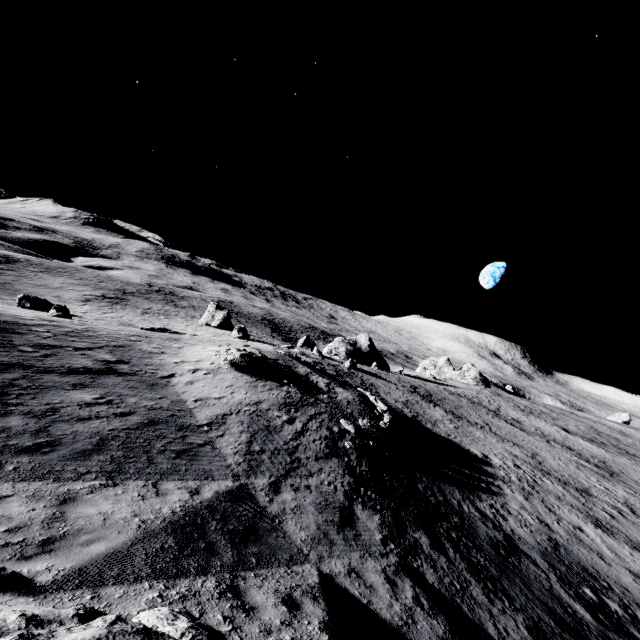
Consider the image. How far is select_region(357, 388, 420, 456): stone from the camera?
19.5m

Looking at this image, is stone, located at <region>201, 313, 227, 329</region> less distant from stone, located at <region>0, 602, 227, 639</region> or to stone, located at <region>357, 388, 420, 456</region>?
stone, located at <region>357, 388, 420, 456</region>

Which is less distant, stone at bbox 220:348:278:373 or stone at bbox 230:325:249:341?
stone at bbox 220:348:278:373

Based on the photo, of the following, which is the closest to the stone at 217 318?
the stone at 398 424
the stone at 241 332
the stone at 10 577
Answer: the stone at 241 332

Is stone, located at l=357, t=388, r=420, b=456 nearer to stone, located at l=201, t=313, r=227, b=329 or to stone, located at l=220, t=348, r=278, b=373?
stone, located at l=220, t=348, r=278, b=373

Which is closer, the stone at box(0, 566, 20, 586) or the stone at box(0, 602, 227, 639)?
the stone at box(0, 602, 227, 639)

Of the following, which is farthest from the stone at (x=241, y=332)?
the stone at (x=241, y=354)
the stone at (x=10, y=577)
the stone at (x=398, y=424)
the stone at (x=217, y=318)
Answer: the stone at (x=10, y=577)

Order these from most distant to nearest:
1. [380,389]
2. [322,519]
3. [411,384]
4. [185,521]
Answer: [411,384]
[380,389]
[322,519]
[185,521]
